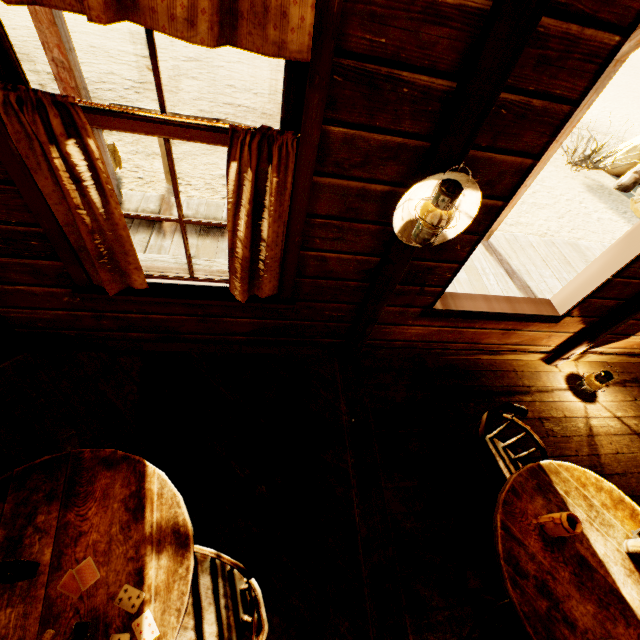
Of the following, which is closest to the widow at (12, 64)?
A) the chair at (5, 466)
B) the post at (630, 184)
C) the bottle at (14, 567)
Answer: the chair at (5, 466)

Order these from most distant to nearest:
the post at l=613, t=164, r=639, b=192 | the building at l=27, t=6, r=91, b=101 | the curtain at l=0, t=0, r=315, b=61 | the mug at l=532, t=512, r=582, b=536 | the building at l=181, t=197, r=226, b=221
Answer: the post at l=613, t=164, r=639, b=192 < the building at l=181, t=197, r=226, b=221 < the building at l=27, t=6, r=91, b=101 < the mug at l=532, t=512, r=582, b=536 < the curtain at l=0, t=0, r=315, b=61

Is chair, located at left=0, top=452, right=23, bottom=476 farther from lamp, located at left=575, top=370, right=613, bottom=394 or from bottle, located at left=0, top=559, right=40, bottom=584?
lamp, located at left=575, top=370, right=613, bottom=394

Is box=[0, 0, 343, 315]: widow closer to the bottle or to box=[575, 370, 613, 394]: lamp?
the bottle

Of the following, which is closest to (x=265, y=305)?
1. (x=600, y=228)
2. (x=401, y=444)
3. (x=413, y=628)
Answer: (x=401, y=444)

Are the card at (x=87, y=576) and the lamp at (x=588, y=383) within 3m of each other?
no

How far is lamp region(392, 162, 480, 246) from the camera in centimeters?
151cm

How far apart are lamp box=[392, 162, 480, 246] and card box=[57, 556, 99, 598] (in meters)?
2.06
